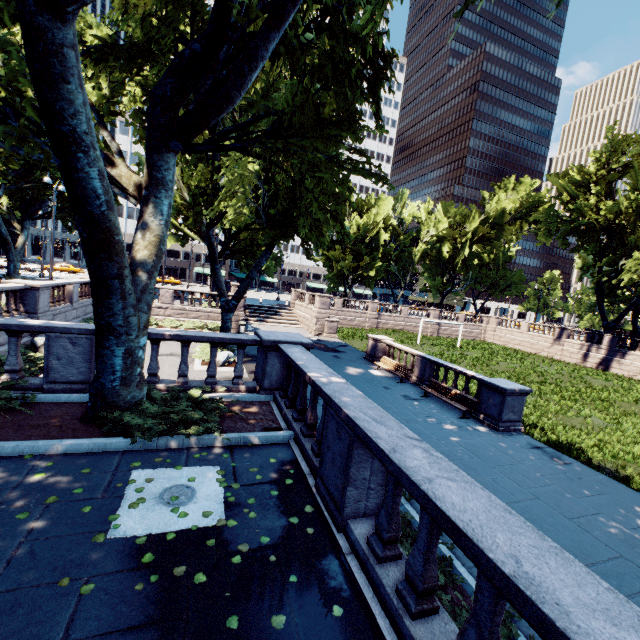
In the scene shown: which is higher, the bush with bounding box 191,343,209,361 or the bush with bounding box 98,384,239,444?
the bush with bounding box 98,384,239,444

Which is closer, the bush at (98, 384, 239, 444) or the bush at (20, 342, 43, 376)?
the bush at (98, 384, 239, 444)

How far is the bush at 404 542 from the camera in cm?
563

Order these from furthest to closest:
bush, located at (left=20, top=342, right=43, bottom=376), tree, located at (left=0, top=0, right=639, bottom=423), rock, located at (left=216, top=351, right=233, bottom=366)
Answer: rock, located at (left=216, top=351, right=233, bottom=366) < bush, located at (left=20, top=342, right=43, bottom=376) < tree, located at (left=0, top=0, right=639, bottom=423)

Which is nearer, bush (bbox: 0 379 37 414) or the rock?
bush (bbox: 0 379 37 414)

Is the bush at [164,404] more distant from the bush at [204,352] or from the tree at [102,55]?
the bush at [204,352]

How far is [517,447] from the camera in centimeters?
1138cm

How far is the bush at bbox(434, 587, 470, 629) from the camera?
4.29m
